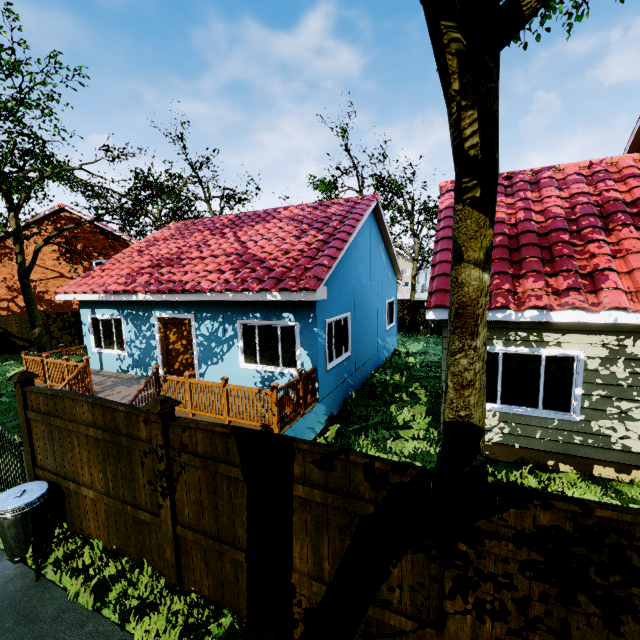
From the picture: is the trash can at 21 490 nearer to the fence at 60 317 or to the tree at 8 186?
the fence at 60 317

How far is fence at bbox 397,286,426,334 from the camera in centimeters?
2141cm

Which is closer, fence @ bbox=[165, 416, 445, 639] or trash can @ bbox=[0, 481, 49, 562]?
fence @ bbox=[165, 416, 445, 639]

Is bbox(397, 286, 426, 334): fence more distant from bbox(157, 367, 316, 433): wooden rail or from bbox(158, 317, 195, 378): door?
bbox(158, 317, 195, 378): door

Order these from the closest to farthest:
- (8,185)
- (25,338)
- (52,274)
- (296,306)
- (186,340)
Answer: (296,306), (186,340), (8,185), (25,338), (52,274)

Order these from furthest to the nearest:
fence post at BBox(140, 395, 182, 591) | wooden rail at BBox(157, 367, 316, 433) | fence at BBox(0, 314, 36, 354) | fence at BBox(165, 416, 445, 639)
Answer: fence at BBox(0, 314, 36, 354)
wooden rail at BBox(157, 367, 316, 433)
fence post at BBox(140, 395, 182, 591)
fence at BBox(165, 416, 445, 639)

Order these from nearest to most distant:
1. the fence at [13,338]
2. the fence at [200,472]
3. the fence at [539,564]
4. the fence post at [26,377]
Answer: the fence at [539,564] < the fence at [200,472] < the fence post at [26,377] < the fence at [13,338]

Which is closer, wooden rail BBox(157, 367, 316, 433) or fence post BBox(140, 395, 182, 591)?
fence post BBox(140, 395, 182, 591)
